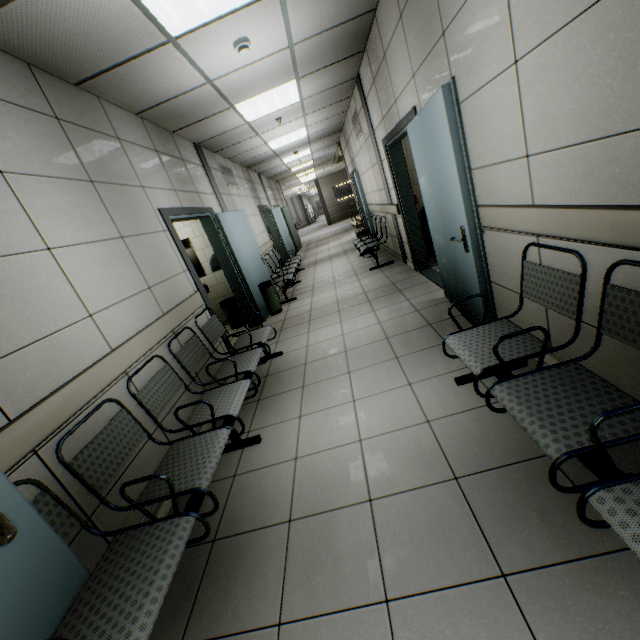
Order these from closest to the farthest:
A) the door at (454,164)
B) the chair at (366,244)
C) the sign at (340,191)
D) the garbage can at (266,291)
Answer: the door at (454,164)
the garbage can at (266,291)
the chair at (366,244)
the sign at (340,191)

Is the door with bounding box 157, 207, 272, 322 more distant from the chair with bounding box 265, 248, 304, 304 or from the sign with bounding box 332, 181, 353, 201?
A: the sign with bounding box 332, 181, 353, 201

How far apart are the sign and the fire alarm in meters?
20.4 m

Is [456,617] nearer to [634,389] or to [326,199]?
[634,389]

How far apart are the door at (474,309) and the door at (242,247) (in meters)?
2.83

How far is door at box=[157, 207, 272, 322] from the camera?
3.9 meters

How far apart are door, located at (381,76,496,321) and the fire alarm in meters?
1.7

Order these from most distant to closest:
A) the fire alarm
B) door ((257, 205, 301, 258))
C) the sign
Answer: the sign < door ((257, 205, 301, 258)) < the fire alarm
